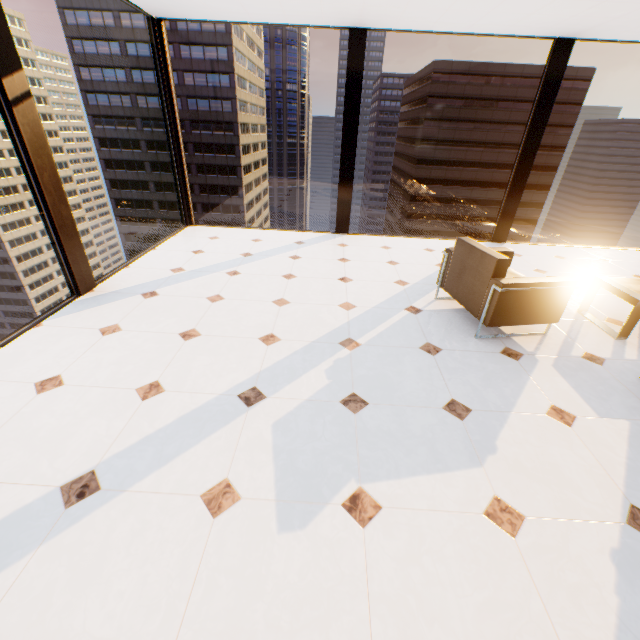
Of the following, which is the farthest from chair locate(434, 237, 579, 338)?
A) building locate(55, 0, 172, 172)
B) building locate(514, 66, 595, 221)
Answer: building locate(55, 0, 172, 172)

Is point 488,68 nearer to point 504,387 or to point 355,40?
point 355,40

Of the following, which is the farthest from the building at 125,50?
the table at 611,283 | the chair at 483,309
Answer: the table at 611,283

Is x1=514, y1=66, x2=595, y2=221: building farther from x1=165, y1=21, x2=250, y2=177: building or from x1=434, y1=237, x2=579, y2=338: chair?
x1=434, y1=237, x2=579, y2=338: chair

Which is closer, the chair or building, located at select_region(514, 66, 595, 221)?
the chair

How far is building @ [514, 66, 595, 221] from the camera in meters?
49.2 m

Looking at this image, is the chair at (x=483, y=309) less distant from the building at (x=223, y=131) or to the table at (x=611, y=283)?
the table at (x=611, y=283)
